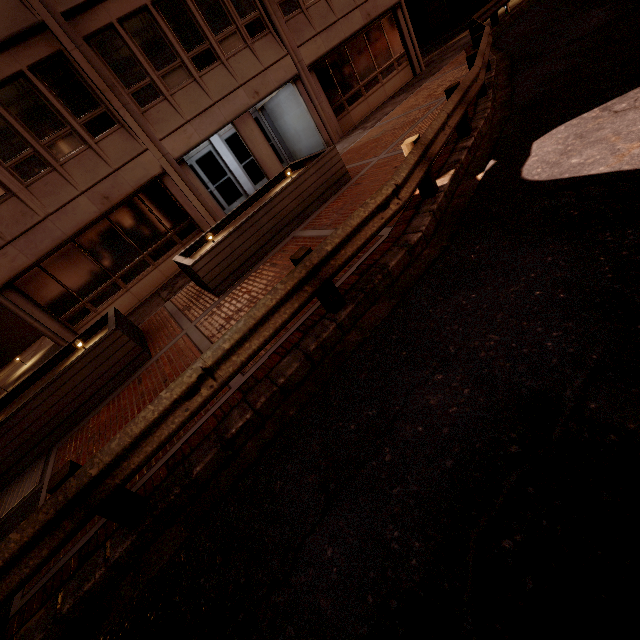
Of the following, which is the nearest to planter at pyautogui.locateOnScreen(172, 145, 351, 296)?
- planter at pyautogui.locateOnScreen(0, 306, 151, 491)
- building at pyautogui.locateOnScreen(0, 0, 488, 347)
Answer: planter at pyautogui.locateOnScreen(0, 306, 151, 491)

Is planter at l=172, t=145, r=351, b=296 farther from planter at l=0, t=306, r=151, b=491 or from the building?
the building

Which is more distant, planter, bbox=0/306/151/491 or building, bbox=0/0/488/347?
building, bbox=0/0/488/347

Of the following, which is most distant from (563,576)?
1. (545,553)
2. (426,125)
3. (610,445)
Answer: (426,125)

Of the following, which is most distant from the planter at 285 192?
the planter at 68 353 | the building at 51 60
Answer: the building at 51 60

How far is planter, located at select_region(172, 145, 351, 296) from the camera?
7.62m

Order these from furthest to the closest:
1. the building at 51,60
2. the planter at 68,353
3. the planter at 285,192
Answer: the building at 51,60 < the planter at 285,192 < the planter at 68,353

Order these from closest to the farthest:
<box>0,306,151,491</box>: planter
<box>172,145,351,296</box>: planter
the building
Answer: <box>0,306,151,491</box>: planter
<box>172,145,351,296</box>: planter
the building
